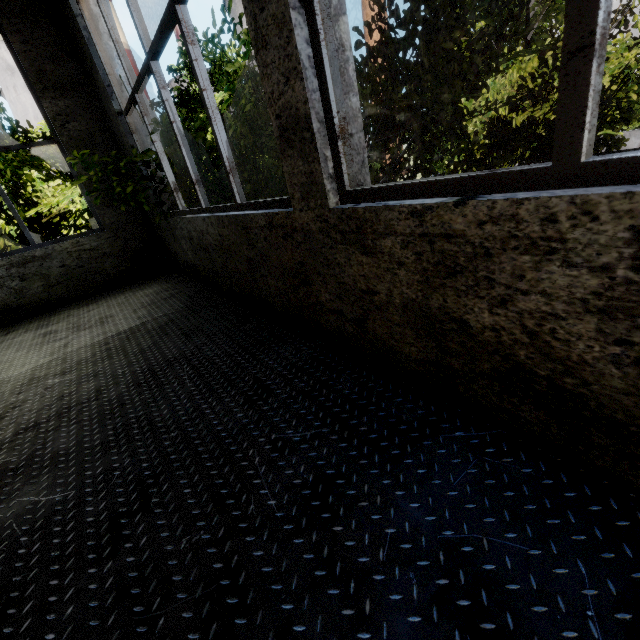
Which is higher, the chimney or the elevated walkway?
the chimney

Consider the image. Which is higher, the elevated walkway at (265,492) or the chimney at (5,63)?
the chimney at (5,63)

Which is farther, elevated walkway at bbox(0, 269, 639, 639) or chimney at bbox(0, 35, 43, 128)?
chimney at bbox(0, 35, 43, 128)

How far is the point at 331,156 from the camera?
1.51m

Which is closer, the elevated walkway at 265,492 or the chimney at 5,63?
the elevated walkway at 265,492
